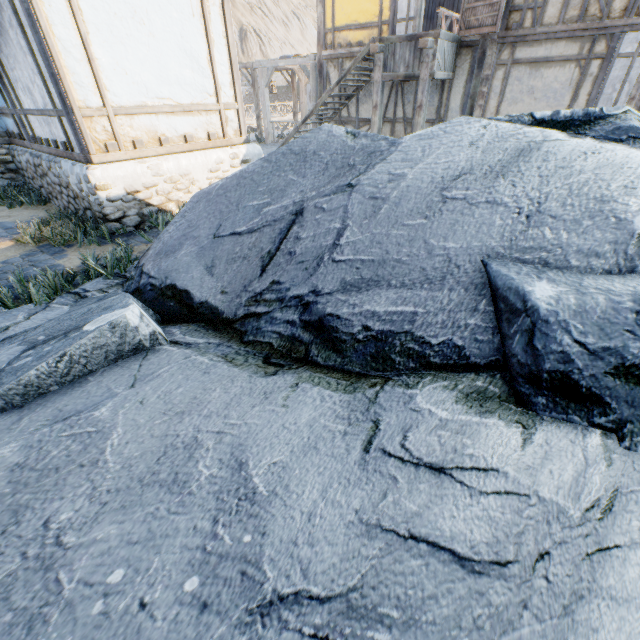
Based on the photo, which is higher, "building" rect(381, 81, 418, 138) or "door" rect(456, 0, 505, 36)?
"door" rect(456, 0, 505, 36)

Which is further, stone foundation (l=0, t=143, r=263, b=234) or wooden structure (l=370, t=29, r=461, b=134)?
wooden structure (l=370, t=29, r=461, b=134)

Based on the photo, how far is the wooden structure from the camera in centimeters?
825cm

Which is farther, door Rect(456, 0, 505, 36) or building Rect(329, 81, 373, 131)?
building Rect(329, 81, 373, 131)

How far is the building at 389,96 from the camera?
10.5m

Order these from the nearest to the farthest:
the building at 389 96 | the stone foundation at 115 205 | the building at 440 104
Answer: the stone foundation at 115 205 → the building at 440 104 → the building at 389 96

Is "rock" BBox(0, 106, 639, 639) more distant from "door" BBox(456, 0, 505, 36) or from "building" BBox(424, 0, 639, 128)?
"door" BBox(456, 0, 505, 36)

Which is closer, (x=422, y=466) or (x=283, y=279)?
(x=422, y=466)
